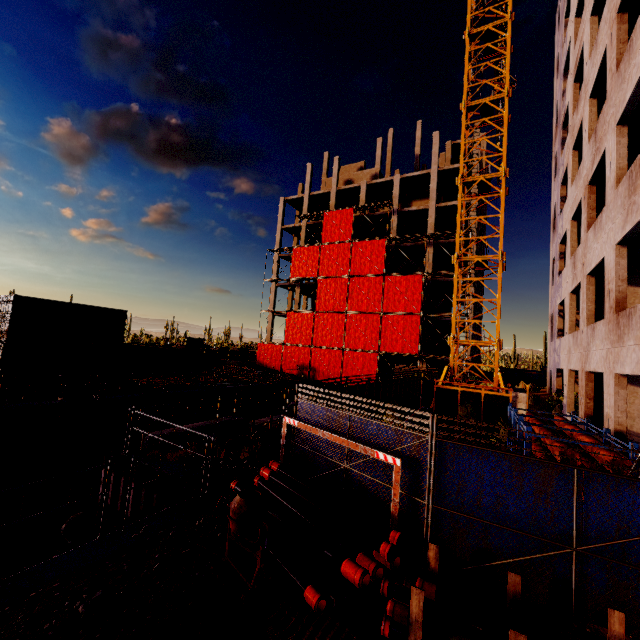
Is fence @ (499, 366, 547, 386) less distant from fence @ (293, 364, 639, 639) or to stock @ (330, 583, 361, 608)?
fence @ (293, 364, 639, 639)

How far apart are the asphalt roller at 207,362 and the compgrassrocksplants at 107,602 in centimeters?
2852cm

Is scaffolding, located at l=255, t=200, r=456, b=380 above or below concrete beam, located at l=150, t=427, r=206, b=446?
above

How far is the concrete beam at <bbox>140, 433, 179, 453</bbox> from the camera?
10.0 meters

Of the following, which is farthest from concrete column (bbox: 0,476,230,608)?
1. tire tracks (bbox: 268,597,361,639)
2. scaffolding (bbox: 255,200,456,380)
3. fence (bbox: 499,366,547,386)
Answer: fence (bbox: 499,366,547,386)

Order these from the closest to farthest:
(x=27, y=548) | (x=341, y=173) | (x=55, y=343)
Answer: (x=27, y=548)
(x=55, y=343)
(x=341, y=173)

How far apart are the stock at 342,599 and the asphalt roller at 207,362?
28.87m
